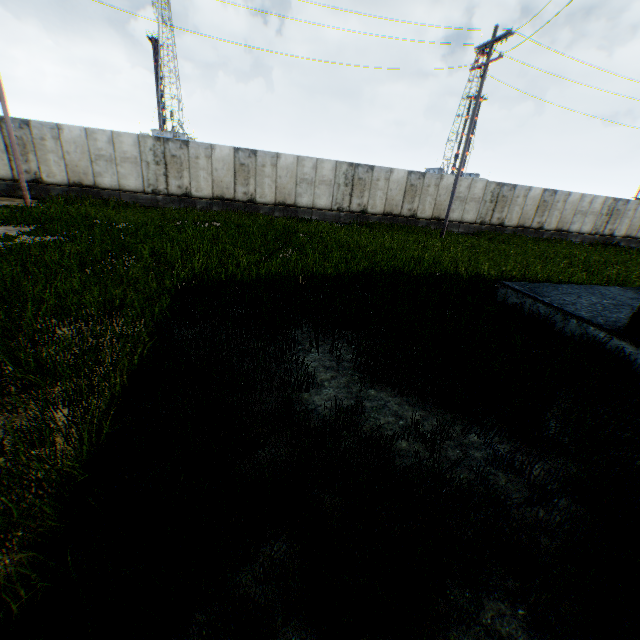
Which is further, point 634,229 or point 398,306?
point 634,229
